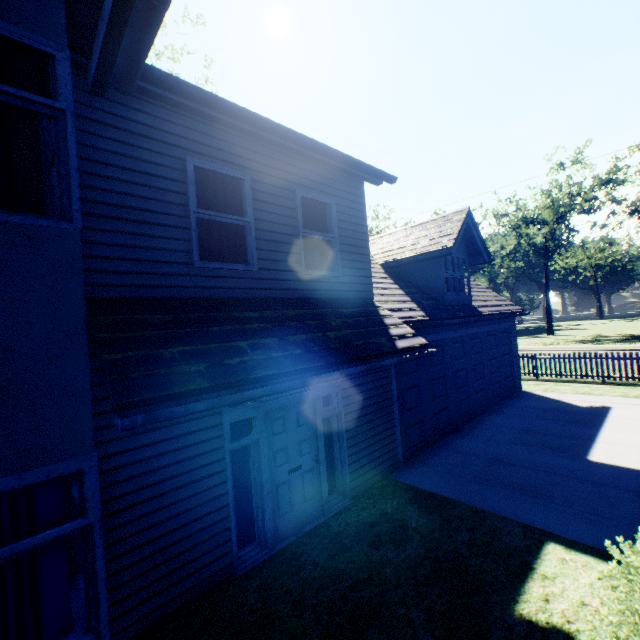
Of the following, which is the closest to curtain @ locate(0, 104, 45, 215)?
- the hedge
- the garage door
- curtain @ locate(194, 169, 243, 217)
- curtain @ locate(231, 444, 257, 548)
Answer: curtain @ locate(194, 169, 243, 217)

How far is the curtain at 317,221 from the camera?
6.6 meters

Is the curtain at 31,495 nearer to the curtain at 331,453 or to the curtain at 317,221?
the curtain at 331,453

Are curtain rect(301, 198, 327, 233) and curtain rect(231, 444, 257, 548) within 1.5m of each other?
no

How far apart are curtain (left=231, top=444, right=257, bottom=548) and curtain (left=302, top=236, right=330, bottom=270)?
3.30m

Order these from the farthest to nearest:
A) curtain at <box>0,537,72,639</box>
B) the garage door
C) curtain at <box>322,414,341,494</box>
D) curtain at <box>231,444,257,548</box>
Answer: the garage door → curtain at <box>322,414,341,494</box> → curtain at <box>231,444,257,548</box> → curtain at <box>0,537,72,639</box>

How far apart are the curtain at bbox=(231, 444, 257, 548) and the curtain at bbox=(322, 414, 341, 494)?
1.47m

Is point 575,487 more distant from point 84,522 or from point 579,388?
point 579,388
